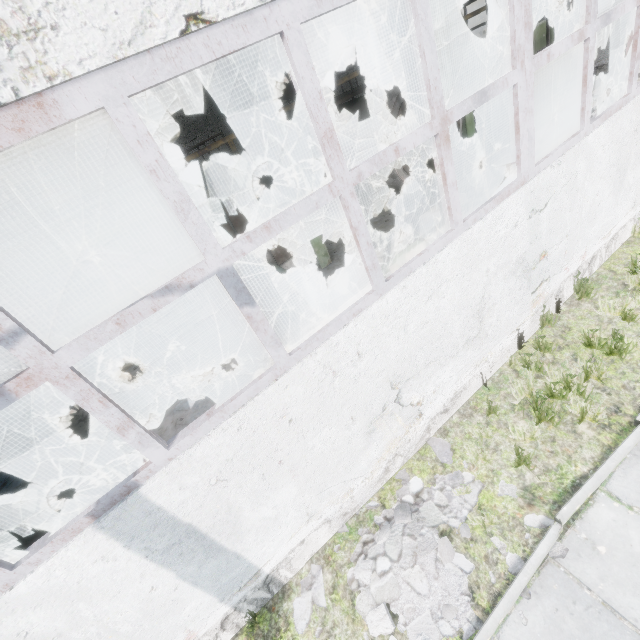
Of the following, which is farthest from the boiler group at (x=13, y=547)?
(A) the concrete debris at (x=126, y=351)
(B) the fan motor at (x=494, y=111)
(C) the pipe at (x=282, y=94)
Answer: (C) the pipe at (x=282, y=94)

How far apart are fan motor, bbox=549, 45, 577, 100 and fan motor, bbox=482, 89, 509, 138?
2.43m

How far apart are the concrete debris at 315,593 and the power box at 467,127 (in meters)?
14.22

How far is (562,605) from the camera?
3.10m

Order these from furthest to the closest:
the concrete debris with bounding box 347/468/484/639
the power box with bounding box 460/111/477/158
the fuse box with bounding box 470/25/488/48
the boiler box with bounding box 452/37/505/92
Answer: the fuse box with bounding box 470/25/488/48 < the boiler box with bounding box 452/37/505/92 < the power box with bounding box 460/111/477/158 < the concrete debris with bounding box 347/468/484/639

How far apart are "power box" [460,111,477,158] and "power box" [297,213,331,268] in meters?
7.2

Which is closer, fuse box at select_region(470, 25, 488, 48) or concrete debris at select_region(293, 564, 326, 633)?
concrete debris at select_region(293, 564, 326, 633)

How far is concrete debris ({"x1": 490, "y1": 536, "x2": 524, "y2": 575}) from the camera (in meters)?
3.41
